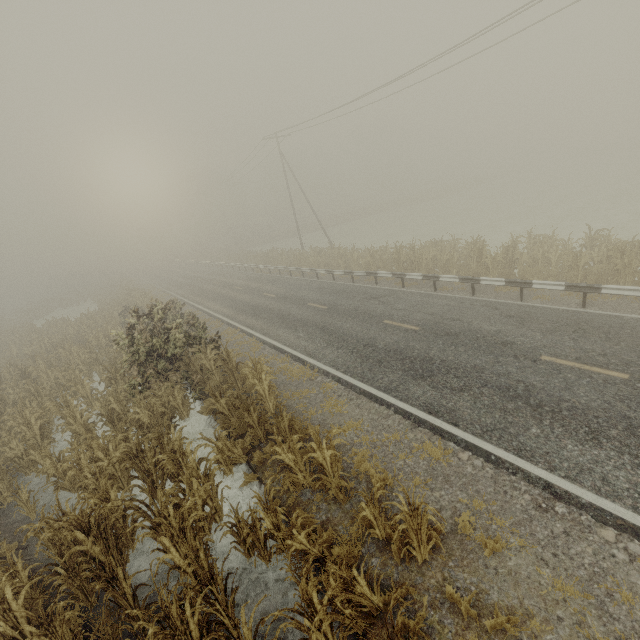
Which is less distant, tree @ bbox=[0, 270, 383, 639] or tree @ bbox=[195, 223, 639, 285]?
tree @ bbox=[0, 270, 383, 639]

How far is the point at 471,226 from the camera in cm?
3212

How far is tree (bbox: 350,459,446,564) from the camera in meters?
4.6

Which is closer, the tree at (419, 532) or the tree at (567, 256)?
the tree at (419, 532)

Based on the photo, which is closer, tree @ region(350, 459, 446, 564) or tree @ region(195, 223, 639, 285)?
tree @ region(350, 459, 446, 564)

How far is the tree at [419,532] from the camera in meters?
4.6
